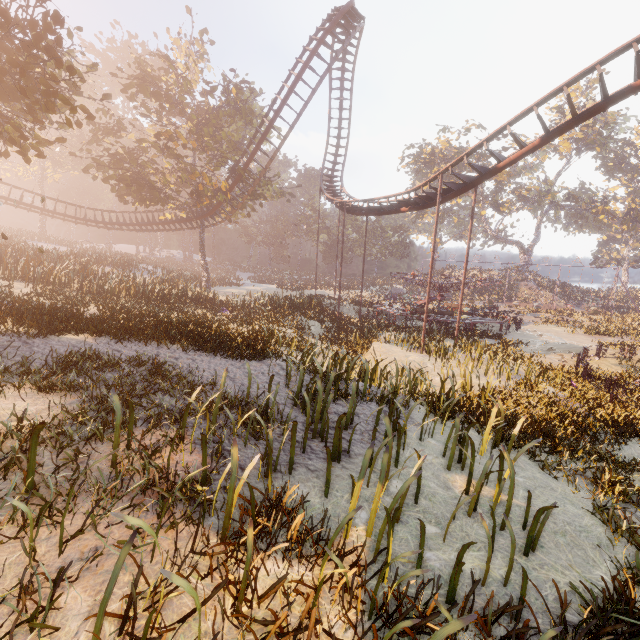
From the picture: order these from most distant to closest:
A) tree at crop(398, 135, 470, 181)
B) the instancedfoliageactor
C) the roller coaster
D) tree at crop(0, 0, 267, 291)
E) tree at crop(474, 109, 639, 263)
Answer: tree at crop(474, 109, 639, 263), tree at crop(398, 135, 470, 181), the roller coaster, tree at crop(0, 0, 267, 291), the instancedfoliageactor

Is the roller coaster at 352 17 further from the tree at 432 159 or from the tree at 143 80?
the tree at 432 159

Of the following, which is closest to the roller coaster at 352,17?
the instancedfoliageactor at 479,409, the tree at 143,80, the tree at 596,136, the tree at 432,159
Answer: the tree at 143,80

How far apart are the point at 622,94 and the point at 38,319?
20.5m

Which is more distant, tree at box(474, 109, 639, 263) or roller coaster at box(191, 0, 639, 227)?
tree at box(474, 109, 639, 263)

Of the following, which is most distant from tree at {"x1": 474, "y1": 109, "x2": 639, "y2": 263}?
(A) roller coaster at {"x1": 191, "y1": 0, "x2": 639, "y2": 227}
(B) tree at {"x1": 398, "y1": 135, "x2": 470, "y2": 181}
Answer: (A) roller coaster at {"x1": 191, "y1": 0, "x2": 639, "y2": 227}

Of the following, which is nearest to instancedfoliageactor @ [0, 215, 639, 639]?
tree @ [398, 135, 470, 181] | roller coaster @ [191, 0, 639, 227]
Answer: roller coaster @ [191, 0, 639, 227]

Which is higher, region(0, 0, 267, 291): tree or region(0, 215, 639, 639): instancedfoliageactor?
region(0, 0, 267, 291): tree
